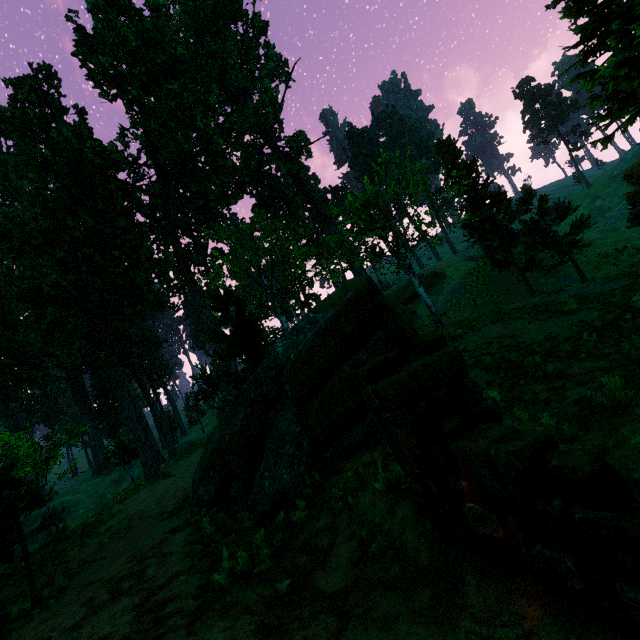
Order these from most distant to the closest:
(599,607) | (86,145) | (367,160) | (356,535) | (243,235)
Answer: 1. (367,160)
2. (243,235)
3. (86,145)
4. (356,535)
5. (599,607)

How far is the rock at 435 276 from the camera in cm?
4353

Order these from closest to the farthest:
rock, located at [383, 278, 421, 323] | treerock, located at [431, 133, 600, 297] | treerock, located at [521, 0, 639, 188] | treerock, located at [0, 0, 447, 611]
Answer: treerock, located at [521, 0, 639, 188]
treerock, located at [0, 0, 447, 611]
treerock, located at [431, 133, 600, 297]
rock, located at [383, 278, 421, 323]

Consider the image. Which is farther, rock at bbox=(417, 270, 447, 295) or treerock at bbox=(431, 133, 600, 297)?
rock at bbox=(417, 270, 447, 295)

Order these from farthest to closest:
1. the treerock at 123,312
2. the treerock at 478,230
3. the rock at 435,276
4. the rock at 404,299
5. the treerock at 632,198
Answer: the rock at 435,276, the rock at 404,299, the treerock at 478,230, the treerock at 632,198, the treerock at 123,312

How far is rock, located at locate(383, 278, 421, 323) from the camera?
41.7 meters

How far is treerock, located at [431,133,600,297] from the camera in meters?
22.8 m
